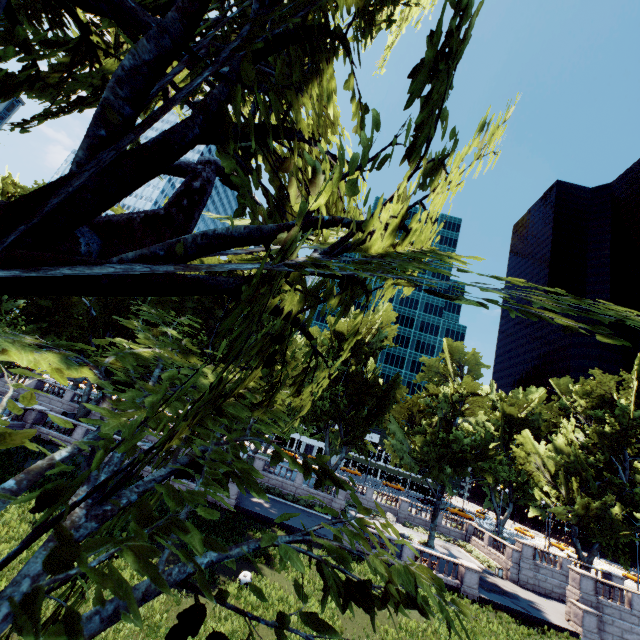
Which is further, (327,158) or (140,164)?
(327,158)
